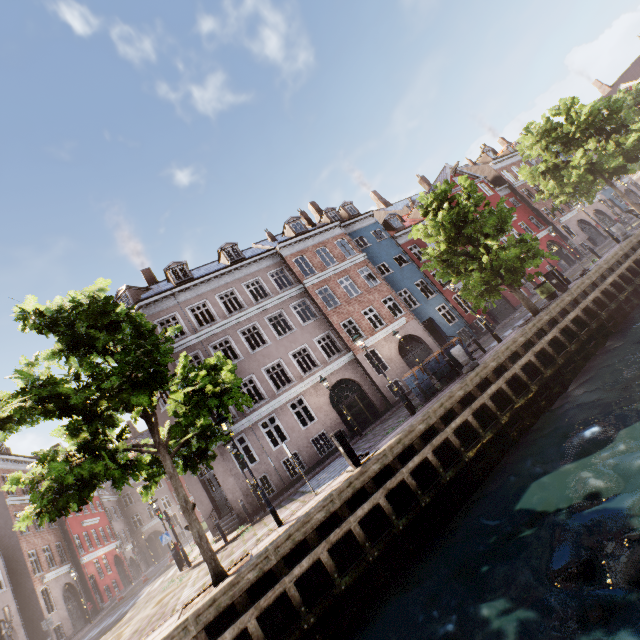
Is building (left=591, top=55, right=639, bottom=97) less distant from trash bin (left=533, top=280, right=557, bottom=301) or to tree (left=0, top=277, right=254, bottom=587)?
tree (left=0, top=277, right=254, bottom=587)

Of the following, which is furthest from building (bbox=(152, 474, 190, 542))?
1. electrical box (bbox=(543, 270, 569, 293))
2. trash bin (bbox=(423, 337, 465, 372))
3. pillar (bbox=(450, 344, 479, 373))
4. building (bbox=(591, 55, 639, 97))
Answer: building (bbox=(591, 55, 639, 97))

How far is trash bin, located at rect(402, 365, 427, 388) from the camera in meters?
13.7 m

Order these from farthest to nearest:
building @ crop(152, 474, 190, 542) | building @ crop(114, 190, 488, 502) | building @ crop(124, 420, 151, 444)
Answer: building @ crop(124, 420, 151, 444)
building @ crop(152, 474, 190, 542)
building @ crop(114, 190, 488, 502)

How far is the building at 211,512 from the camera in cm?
1653

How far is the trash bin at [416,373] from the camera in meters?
13.7

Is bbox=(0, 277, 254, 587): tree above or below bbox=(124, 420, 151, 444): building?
below

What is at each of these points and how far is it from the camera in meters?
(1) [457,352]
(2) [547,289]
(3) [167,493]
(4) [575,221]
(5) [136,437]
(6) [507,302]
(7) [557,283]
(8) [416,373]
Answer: (1) pillar, 12.9 m
(2) trash bin, 16.4 m
(3) building, 46.0 m
(4) building, 34.7 m
(5) building, 54.4 m
(6) building, 27.6 m
(7) electrical box, 15.5 m
(8) trash bin, 13.8 m
